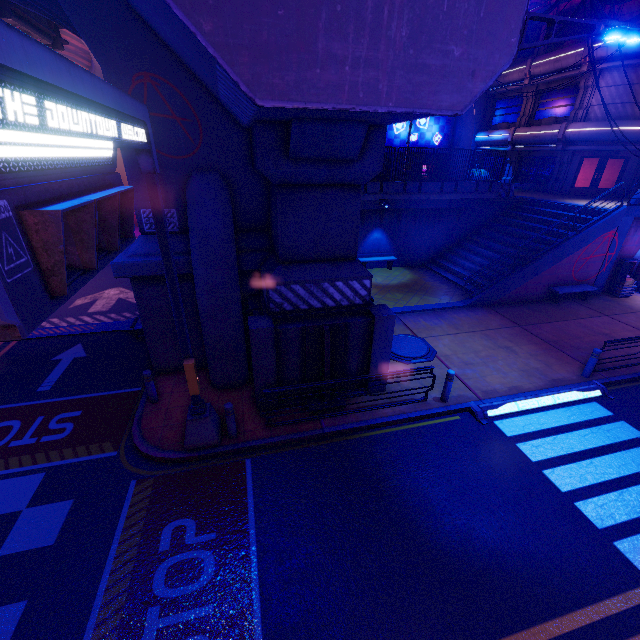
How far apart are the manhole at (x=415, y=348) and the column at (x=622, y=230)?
11.7m

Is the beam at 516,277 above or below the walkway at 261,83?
below

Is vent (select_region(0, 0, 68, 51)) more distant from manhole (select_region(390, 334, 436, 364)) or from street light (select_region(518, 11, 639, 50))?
manhole (select_region(390, 334, 436, 364))

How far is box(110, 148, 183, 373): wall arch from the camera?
8.64m

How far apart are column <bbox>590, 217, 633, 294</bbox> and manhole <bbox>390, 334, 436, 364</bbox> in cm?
1170

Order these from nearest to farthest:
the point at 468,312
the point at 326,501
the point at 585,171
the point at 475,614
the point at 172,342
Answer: the point at 475,614 < the point at 326,501 < the point at 172,342 < the point at 468,312 < the point at 585,171

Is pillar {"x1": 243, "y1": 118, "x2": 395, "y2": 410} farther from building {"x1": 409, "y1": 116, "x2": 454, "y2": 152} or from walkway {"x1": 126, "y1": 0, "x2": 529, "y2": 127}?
building {"x1": 409, "y1": 116, "x2": 454, "y2": 152}

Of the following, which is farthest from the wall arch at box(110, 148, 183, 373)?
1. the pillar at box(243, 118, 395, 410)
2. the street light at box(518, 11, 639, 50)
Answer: the street light at box(518, 11, 639, 50)
